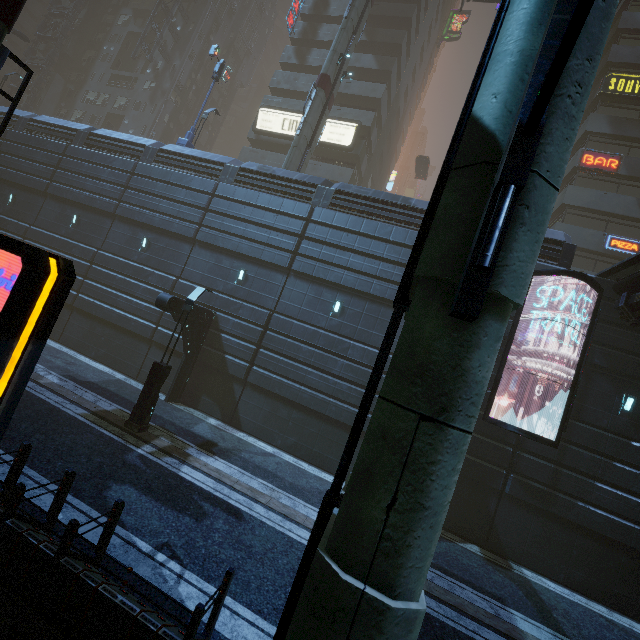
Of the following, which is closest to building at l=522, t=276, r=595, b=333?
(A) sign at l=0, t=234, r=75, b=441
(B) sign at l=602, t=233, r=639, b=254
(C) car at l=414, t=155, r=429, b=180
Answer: (B) sign at l=602, t=233, r=639, b=254

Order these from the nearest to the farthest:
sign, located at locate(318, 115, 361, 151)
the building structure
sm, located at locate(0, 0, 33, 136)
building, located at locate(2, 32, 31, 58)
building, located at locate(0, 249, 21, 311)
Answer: sm, located at locate(0, 0, 33, 136) → building, located at locate(0, 249, 21, 311) → sign, located at locate(318, 115, 361, 151) → the building structure → building, located at locate(2, 32, 31, 58)

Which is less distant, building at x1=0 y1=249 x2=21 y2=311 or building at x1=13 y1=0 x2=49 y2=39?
building at x1=0 y1=249 x2=21 y2=311

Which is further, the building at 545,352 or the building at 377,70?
the building at 377,70

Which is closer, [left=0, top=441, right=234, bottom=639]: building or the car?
[left=0, top=441, right=234, bottom=639]: building

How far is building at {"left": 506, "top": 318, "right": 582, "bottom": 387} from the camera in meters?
13.1

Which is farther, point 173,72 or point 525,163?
point 173,72

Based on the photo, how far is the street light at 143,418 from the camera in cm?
1127
